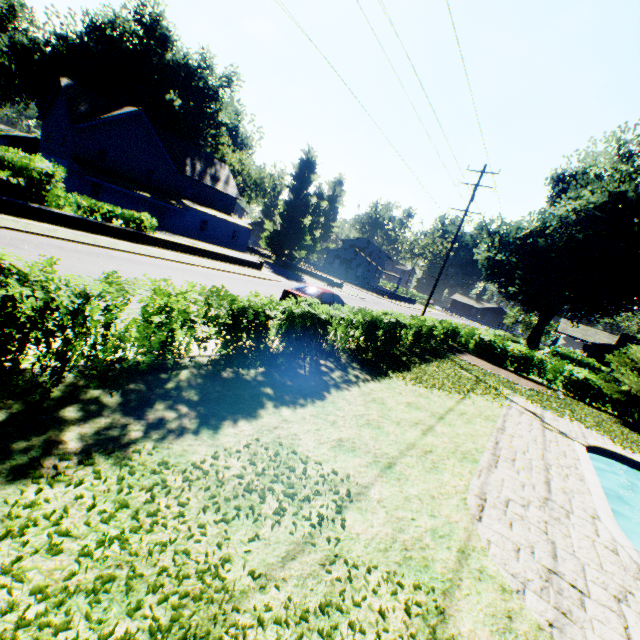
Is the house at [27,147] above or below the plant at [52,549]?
above

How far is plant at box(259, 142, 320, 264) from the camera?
42.2 meters

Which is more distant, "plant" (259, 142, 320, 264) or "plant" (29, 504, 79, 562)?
"plant" (259, 142, 320, 264)

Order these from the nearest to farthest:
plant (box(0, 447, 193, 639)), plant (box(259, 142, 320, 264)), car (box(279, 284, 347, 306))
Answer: plant (box(0, 447, 193, 639))
car (box(279, 284, 347, 306))
plant (box(259, 142, 320, 264))

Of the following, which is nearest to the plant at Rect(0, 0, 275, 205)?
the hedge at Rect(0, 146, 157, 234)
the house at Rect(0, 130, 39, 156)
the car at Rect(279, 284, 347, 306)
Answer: the house at Rect(0, 130, 39, 156)

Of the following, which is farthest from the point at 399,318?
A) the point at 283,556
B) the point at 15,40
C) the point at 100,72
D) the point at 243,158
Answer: the point at 15,40

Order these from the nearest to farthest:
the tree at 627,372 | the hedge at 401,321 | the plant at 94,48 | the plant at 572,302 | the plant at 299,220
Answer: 1. the hedge at 401,321
2. the tree at 627,372
3. the plant at 572,302
4. the plant at 94,48
5. the plant at 299,220

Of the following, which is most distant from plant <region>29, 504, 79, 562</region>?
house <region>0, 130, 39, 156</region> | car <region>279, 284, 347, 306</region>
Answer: car <region>279, 284, 347, 306</region>
